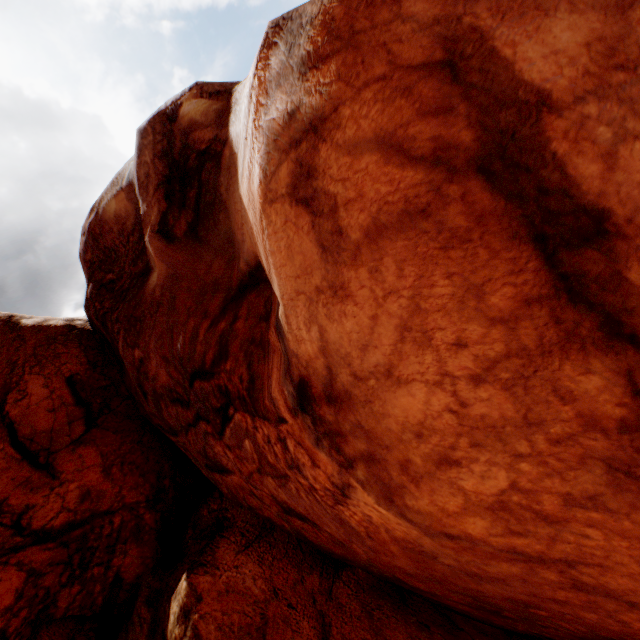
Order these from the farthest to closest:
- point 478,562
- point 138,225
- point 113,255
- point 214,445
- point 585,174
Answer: point 113,255 < point 138,225 < point 214,445 < point 478,562 < point 585,174
